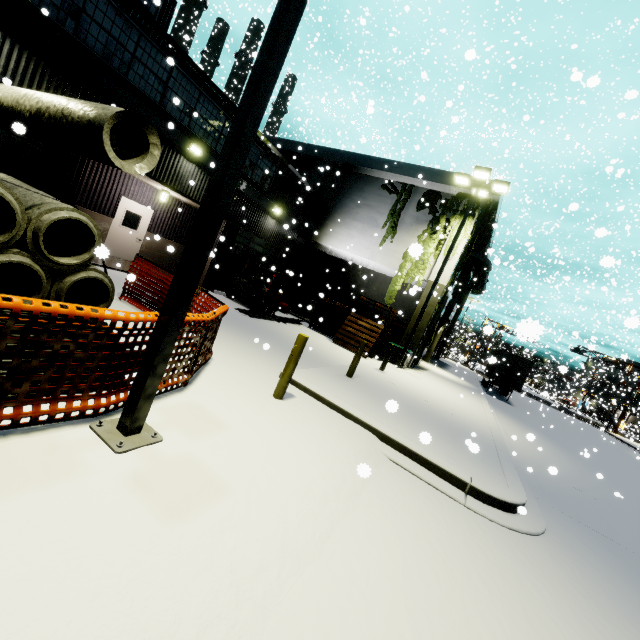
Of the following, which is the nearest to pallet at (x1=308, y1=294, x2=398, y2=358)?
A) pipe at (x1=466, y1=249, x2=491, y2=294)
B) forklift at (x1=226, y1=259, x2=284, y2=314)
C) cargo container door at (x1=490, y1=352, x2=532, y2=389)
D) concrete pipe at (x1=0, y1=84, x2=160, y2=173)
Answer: forklift at (x1=226, y1=259, x2=284, y2=314)

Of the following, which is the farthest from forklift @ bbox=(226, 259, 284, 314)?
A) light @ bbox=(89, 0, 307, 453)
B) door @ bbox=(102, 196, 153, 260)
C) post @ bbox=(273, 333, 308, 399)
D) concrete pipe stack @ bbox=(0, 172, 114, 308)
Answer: post @ bbox=(273, 333, 308, 399)

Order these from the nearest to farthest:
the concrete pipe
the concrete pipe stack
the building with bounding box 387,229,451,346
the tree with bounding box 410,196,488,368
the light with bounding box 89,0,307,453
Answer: the light with bounding box 89,0,307,453, the concrete pipe stack, the concrete pipe, the tree with bounding box 410,196,488,368, the building with bounding box 387,229,451,346

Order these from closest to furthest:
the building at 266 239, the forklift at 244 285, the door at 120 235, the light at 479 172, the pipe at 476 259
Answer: the door at 120 235
the light at 479 172
the forklift at 244 285
the building at 266 239
the pipe at 476 259

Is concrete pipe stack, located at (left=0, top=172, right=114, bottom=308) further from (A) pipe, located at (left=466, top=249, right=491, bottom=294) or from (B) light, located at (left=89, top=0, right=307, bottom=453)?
(A) pipe, located at (left=466, top=249, right=491, bottom=294)

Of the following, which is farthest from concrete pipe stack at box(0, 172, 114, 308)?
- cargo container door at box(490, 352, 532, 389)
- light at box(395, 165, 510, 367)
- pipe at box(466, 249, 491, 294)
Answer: pipe at box(466, 249, 491, 294)

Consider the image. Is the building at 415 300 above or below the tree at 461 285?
below

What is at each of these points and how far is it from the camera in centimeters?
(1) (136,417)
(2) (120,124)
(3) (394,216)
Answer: (1) light, 330cm
(2) concrete pipe, 645cm
(3) tree, 1922cm
